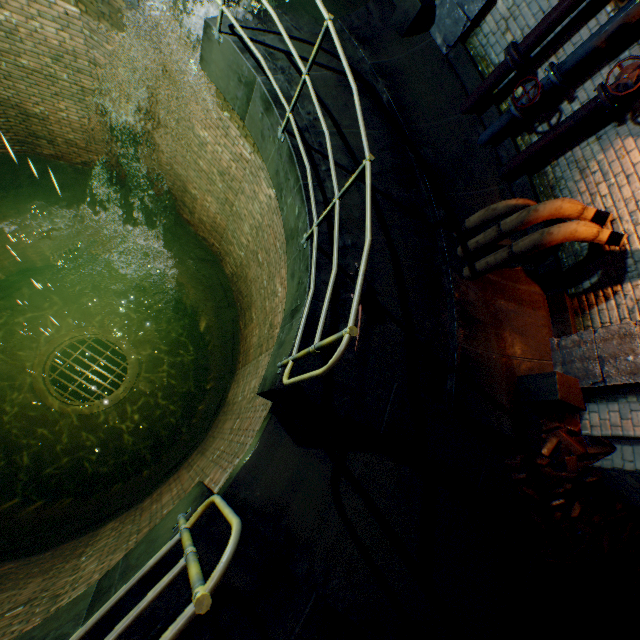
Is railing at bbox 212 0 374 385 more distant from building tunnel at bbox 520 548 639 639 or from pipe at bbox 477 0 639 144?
building tunnel at bbox 520 548 639 639

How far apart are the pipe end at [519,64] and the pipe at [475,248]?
1.86m

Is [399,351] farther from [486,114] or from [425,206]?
[486,114]

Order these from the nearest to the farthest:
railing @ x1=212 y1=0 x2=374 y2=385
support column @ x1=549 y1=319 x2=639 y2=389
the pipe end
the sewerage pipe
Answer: railing @ x1=212 y1=0 x2=374 y2=385, support column @ x1=549 y1=319 x2=639 y2=389, the pipe end, the sewerage pipe

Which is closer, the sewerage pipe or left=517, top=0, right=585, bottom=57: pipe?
left=517, top=0, right=585, bottom=57: pipe

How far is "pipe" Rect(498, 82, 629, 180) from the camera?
3.65m

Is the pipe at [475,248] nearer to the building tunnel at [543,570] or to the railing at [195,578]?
the building tunnel at [543,570]
